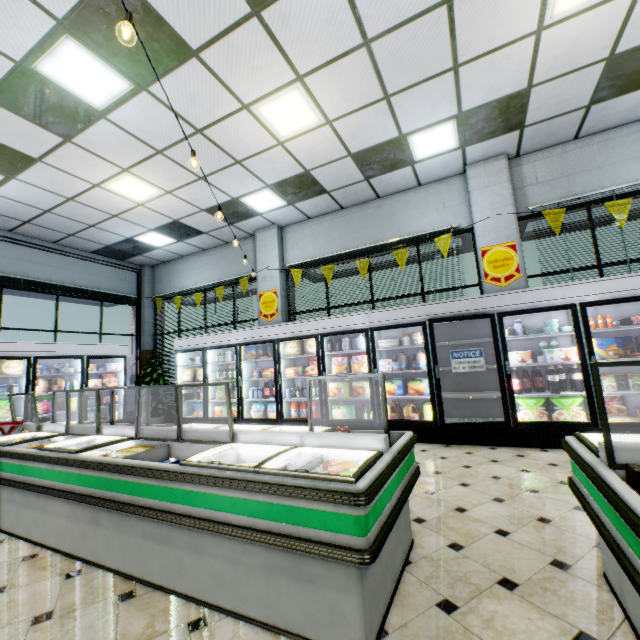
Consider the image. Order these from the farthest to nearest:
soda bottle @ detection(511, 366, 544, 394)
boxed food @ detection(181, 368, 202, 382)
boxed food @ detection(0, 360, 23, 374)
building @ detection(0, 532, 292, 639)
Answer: boxed food @ detection(181, 368, 202, 382) → boxed food @ detection(0, 360, 23, 374) → soda bottle @ detection(511, 366, 544, 394) → building @ detection(0, 532, 292, 639)

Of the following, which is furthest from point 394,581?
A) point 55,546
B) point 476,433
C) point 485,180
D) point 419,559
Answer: point 485,180

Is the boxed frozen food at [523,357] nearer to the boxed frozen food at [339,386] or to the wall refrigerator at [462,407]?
the wall refrigerator at [462,407]

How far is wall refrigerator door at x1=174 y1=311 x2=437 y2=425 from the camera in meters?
5.7 m

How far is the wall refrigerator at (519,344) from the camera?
4.6 meters

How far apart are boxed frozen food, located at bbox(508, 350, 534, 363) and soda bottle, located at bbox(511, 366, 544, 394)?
0.1m

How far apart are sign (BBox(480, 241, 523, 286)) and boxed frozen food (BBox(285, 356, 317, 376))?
3.8m

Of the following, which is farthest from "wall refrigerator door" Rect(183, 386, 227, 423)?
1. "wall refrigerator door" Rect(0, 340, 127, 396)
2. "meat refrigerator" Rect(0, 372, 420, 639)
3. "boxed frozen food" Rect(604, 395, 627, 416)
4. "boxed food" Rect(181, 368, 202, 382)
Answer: "meat refrigerator" Rect(0, 372, 420, 639)
